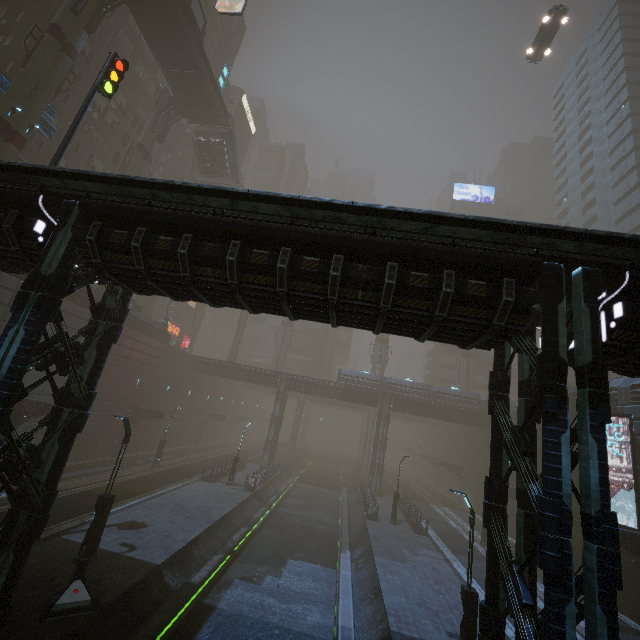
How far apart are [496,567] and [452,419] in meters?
33.8 m

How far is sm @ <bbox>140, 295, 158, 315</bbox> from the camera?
38.6 meters

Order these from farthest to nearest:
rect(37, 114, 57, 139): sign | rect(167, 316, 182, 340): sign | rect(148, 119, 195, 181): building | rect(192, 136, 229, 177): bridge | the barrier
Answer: rect(167, 316, 182, 340): sign, rect(148, 119, 195, 181): building, rect(192, 136, 229, 177): bridge, rect(37, 114, 57, 139): sign, the barrier

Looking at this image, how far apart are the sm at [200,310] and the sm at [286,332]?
12.2 meters

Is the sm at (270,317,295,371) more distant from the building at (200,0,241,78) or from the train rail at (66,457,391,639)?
the train rail at (66,457,391,639)

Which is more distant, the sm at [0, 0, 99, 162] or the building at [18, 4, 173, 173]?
the building at [18, 4, 173, 173]

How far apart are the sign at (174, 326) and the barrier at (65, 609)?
45.7 meters

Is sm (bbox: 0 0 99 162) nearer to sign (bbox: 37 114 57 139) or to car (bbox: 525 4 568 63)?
sign (bbox: 37 114 57 139)
